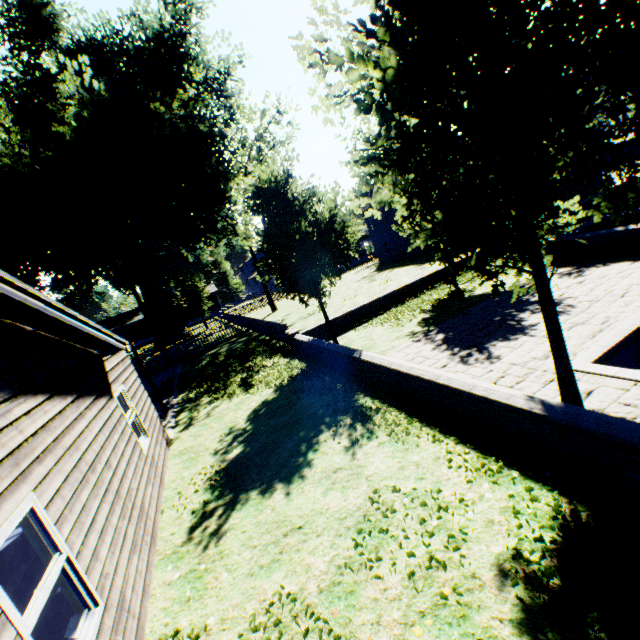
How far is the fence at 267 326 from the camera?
19.1 meters

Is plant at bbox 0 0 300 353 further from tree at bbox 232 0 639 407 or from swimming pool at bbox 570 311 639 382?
swimming pool at bbox 570 311 639 382

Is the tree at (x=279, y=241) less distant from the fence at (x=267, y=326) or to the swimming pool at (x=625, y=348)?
the fence at (x=267, y=326)

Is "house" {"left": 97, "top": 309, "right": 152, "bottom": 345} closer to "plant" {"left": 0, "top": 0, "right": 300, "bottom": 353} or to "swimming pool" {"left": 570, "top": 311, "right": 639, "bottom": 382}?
"plant" {"left": 0, "top": 0, "right": 300, "bottom": 353}

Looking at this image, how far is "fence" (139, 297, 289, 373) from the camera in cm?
1906

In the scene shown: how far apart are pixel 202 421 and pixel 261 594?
7.45m

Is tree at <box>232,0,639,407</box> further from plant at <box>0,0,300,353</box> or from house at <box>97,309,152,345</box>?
house at <box>97,309,152,345</box>

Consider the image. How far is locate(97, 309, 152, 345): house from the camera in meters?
55.5 m
